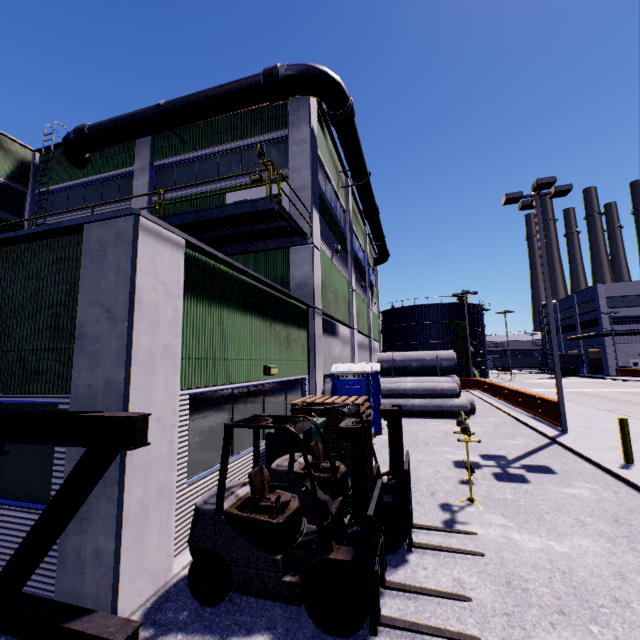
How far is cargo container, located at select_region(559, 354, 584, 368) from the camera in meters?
51.6 m

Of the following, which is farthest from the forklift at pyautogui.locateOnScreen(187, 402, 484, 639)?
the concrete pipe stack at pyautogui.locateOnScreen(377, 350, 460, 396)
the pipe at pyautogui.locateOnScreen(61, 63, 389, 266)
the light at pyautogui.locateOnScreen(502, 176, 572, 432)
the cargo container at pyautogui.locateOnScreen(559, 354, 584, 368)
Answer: the cargo container at pyautogui.locateOnScreen(559, 354, 584, 368)

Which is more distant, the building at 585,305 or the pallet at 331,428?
the building at 585,305

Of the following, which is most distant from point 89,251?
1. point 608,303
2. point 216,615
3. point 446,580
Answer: point 608,303

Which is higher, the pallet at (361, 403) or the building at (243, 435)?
the pallet at (361, 403)

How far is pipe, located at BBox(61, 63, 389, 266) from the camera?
12.1 meters

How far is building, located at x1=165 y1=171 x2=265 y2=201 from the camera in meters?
13.7 m

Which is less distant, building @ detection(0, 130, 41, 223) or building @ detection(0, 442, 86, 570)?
building @ detection(0, 442, 86, 570)
